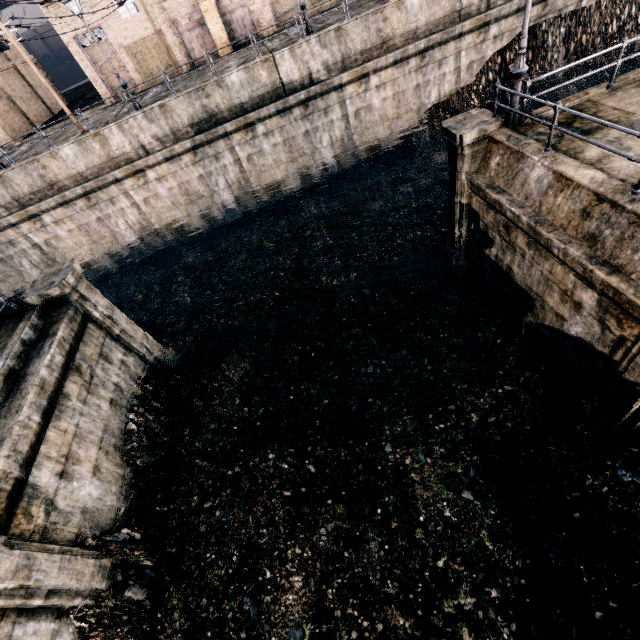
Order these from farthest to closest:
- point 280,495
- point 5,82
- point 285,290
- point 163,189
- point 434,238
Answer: point 5,82
point 163,189
point 285,290
point 434,238
point 280,495

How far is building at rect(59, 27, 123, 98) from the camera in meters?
25.0

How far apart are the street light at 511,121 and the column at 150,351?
15.7 meters

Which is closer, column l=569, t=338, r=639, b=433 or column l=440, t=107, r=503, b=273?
column l=569, t=338, r=639, b=433

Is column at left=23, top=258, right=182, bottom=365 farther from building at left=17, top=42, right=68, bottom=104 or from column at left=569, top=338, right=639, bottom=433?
building at left=17, top=42, right=68, bottom=104

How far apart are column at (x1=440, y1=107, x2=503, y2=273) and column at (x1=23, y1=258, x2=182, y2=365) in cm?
1405

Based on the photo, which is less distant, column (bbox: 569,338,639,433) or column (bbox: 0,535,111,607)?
column (bbox: 0,535,111,607)

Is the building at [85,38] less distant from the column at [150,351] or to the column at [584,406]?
the column at [150,351]
